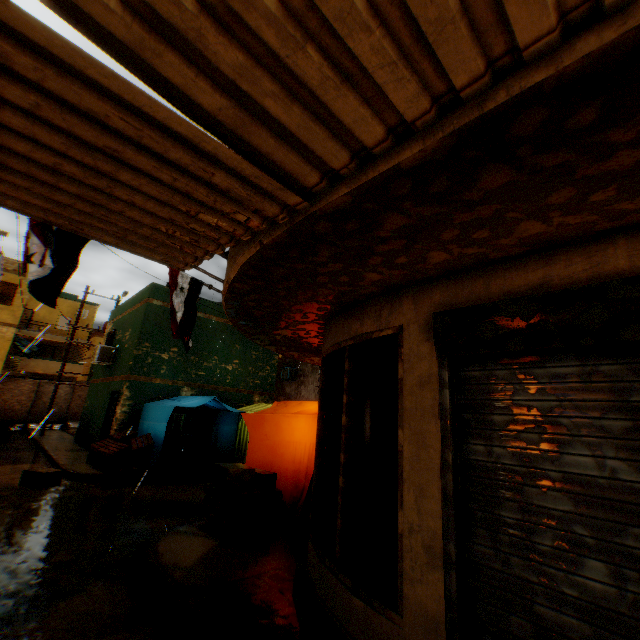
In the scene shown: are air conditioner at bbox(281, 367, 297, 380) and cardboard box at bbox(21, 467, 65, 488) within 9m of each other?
no

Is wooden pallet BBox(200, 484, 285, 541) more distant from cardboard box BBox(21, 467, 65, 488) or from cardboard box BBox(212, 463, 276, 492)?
cardboard box BBox(21, 467, 65, 488)

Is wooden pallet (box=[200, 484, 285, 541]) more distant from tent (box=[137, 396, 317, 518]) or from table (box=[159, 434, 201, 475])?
table (box=[159, 434, 201, 475])

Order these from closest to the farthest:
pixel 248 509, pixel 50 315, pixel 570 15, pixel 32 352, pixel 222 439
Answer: Answer: pixel 570 15 < pixel 248 509 < pixel 222 439 < pixel 32 352 < pixel 50 315

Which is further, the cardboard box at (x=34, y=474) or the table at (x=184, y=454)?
the table at (x=184, y=454)

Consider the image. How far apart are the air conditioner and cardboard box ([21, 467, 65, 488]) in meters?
12.3 m

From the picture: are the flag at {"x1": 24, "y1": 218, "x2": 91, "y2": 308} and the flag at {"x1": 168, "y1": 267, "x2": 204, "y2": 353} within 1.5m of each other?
yes

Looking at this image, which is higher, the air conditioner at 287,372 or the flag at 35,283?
the air conditioner at 287,372
